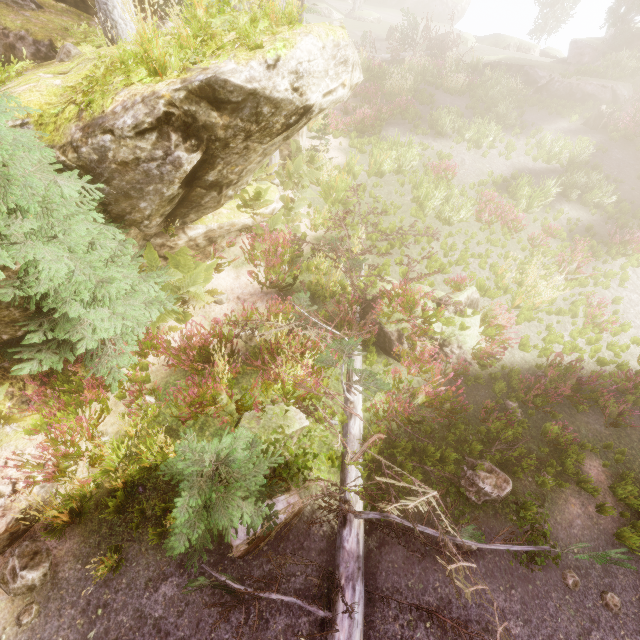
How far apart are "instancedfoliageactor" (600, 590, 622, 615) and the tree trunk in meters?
21.4

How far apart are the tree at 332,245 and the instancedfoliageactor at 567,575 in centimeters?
748cm

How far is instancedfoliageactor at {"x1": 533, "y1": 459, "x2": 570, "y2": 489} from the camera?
6.6 meters

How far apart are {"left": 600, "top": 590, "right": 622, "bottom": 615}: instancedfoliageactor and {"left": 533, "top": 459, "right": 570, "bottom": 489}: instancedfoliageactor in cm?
179

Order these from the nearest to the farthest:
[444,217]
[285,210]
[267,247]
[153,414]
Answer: [153,414] < [267,247] < [285,210] < [444,217]

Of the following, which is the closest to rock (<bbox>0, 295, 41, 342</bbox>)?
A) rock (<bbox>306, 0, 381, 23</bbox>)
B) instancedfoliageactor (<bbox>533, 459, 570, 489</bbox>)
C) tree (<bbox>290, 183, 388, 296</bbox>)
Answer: tree (<bbox>290, 183, 388, 296</bbox>)

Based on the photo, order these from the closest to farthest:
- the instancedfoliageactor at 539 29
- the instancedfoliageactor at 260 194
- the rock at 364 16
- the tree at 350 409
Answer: the tree at 350 409
the instancedfoliageactor at 260 194
the rock at 364 16
the instancedfoliageactor at 539 29

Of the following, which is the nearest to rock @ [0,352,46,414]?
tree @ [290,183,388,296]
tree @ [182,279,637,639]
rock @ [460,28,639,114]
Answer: tree @ [290,183,388,296]
